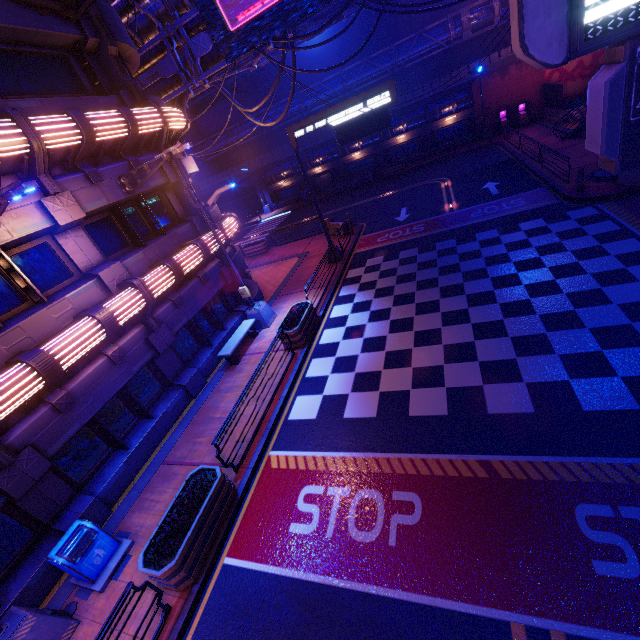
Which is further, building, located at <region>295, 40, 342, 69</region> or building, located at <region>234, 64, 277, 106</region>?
building, located at <region>295, 40, 342, 69</region>

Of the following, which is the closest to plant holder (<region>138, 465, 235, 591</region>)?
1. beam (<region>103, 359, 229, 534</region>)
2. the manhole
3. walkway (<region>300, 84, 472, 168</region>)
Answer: beam (<region>103, 359, 229, 534</region>)

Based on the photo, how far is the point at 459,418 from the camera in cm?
770

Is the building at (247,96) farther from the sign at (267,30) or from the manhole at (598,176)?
the manhole at (598,176)

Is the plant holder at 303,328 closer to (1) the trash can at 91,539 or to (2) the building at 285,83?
(1) the trash can at 91,539

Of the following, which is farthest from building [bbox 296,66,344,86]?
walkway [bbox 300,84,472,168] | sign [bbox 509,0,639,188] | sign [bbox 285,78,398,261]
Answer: sign [bbox 285,78,398,261]

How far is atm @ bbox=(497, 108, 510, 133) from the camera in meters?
30.7

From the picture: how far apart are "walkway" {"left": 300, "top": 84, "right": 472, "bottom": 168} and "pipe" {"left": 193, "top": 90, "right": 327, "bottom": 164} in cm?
278
